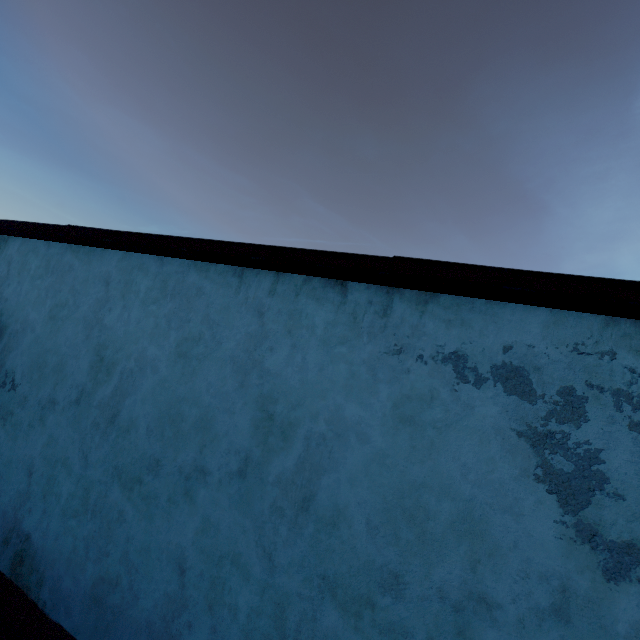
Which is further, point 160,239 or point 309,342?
point 160,239
